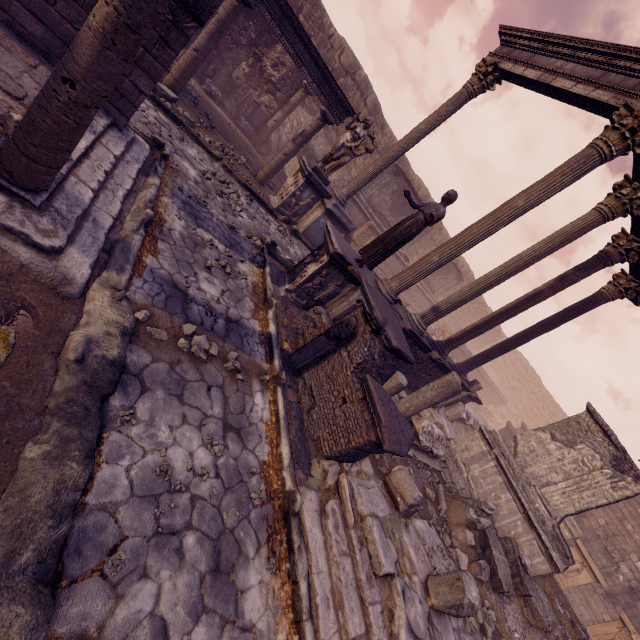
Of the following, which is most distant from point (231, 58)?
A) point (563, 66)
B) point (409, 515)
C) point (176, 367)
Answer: point (409, 515)

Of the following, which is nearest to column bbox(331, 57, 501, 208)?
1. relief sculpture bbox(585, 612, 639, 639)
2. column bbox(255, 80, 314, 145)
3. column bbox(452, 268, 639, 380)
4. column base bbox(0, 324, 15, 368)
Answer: column bbox(255, 80, 314, 145)

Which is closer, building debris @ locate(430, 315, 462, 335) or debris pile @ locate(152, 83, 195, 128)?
debris pile @ locate(152, 83, 195, 128)

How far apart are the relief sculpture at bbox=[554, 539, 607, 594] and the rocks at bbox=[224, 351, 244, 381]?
16.2 meters

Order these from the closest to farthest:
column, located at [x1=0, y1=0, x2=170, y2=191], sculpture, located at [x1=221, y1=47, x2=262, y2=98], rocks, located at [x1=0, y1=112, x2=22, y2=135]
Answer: column, located at [x1=0, y1=0, x2=170, y2=191] → rocks, located at [x1=0, y1=112, x2=22, y2=135] → sculpture, located at [x1=221, y1=47, x2=262, y2=98]

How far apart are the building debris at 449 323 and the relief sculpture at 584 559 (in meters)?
10.91

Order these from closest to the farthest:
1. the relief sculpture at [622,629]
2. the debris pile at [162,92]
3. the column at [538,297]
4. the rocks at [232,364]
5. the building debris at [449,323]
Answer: the rocks at [232,364] < the debris pile at [162,92] < the column at [538,297] < the relief sculpture at [622,629] < the building debris at [449,323]

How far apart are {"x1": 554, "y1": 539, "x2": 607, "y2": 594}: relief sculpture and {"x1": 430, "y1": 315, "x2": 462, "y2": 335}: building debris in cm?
1091
